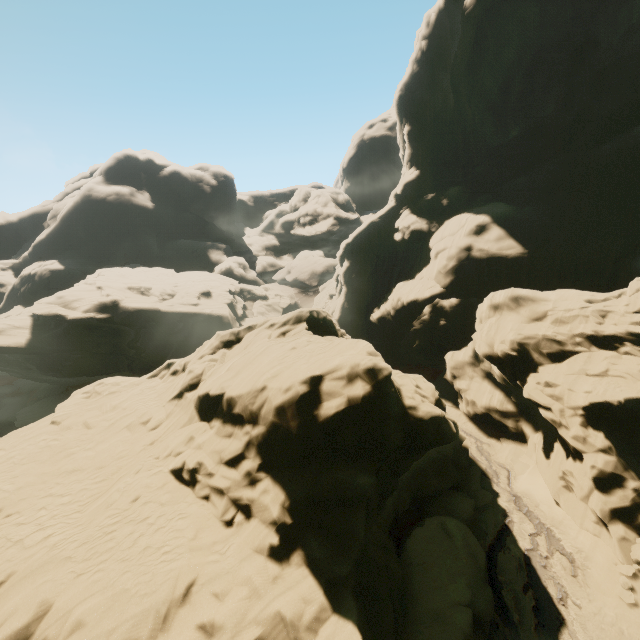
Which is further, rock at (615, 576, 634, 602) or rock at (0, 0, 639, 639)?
rock at (615, 576, 634, 602)

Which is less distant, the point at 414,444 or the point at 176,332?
the point at 414,444

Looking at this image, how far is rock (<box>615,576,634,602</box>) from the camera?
12.5 meters

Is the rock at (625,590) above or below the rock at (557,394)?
below

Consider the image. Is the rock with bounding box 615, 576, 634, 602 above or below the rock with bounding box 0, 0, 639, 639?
below

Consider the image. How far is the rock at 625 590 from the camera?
12.5 meters
